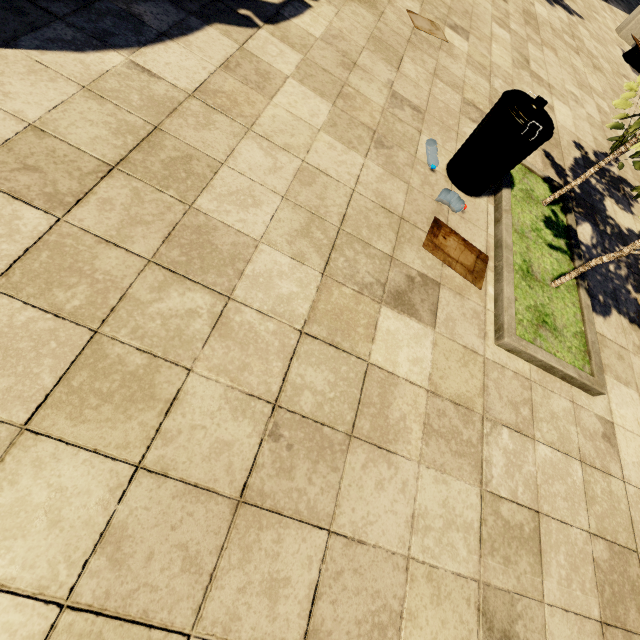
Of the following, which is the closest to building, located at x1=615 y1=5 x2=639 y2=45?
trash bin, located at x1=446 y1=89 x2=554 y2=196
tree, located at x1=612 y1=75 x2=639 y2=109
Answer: tree, located at x1=612 y1=75 x2=639 y2=109

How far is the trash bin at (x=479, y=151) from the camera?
2.4 meters

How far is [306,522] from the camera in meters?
1.4

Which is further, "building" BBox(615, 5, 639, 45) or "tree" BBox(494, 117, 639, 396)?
"building" BBox(615, 5, 639, 45)

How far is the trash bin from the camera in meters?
2.4

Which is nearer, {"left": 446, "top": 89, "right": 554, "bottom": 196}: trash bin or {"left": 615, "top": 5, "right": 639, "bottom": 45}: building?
{"left": 446, "top": 89, "right": 554, "bottom": 196}: trash bin

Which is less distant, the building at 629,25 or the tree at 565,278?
the tree at 565,278
